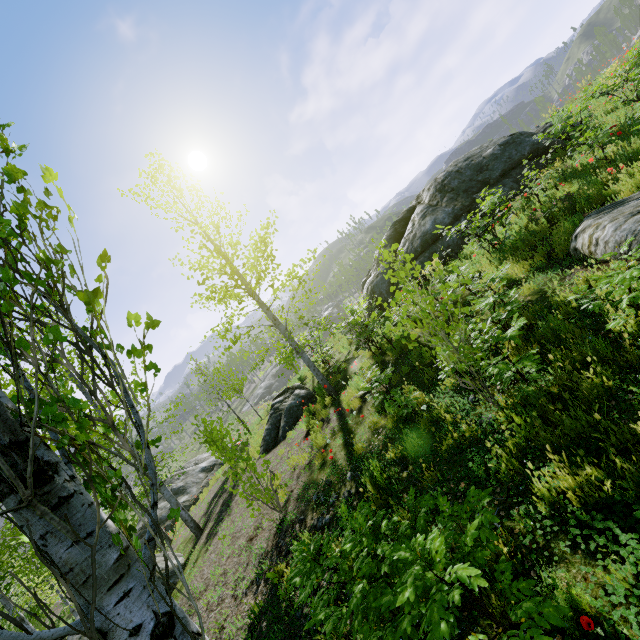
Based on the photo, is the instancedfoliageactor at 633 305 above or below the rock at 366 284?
below

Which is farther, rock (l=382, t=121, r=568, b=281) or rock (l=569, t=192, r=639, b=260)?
rock (l=382, t=121, r=568, b=281)

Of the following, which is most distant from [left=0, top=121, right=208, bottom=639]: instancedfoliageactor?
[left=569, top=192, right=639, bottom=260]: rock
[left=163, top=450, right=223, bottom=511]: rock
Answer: [left=163, top=450, right=223, bottom=511]: rock

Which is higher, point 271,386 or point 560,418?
point 560,418

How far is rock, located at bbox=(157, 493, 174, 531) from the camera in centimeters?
1698cm

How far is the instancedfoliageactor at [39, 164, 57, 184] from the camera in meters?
1.6

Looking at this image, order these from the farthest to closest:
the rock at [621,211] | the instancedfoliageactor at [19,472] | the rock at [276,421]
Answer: the rock at [276,421] → the rock at [621,211] → the instancedfoliageactor at [19,472]

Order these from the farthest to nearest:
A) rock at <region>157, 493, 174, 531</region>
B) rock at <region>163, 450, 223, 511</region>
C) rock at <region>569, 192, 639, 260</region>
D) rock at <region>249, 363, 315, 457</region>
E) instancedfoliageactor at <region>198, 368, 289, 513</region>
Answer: rock at <region>163, 450, 223, 511</region> < rock at <region>157, 493, 174, 531</region> < rock at <region>249, 363, 315, 457</region> < instancedfoliageactor at <region>198, 368, 289, 513</region> < rock at <region>569, 192, 639, 260</region>
